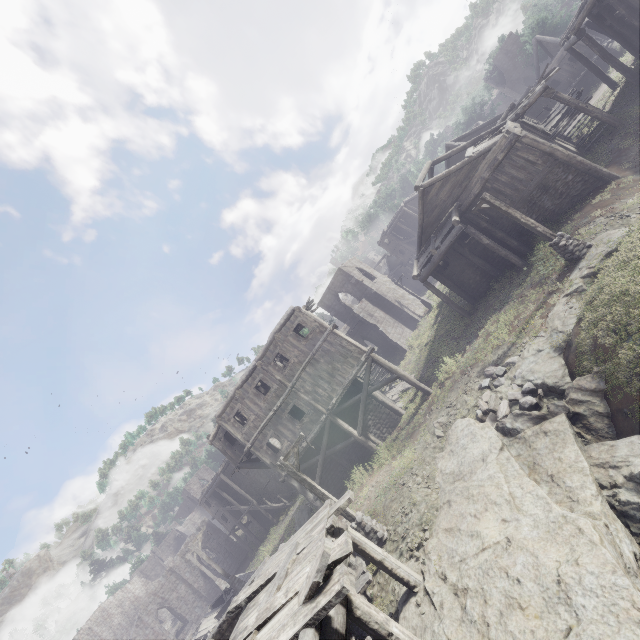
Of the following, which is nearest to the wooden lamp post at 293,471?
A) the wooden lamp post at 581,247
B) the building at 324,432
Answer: the building at 324,432

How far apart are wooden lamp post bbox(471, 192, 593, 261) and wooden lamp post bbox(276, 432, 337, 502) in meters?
12.8

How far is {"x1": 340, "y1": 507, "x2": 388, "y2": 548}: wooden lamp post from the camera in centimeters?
1162cm

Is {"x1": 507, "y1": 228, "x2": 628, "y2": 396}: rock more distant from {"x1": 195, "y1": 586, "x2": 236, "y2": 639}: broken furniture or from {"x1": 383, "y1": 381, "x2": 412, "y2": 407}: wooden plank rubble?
{"x1": 195, "y1": 586, "x2": 236, "y2": 639}: broken furniture

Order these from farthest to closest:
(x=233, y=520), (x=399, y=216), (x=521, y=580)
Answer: (x=399, y=216)
(x=233, y=520)
(x=521, y=580)

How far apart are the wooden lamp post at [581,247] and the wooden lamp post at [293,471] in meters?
12.8

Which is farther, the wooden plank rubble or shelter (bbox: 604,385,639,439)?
the wooden plank rubble

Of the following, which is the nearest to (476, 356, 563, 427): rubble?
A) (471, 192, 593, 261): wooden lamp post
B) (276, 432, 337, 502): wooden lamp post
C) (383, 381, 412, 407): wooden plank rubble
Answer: (471, 192, 593, 261): wooden lamp post
